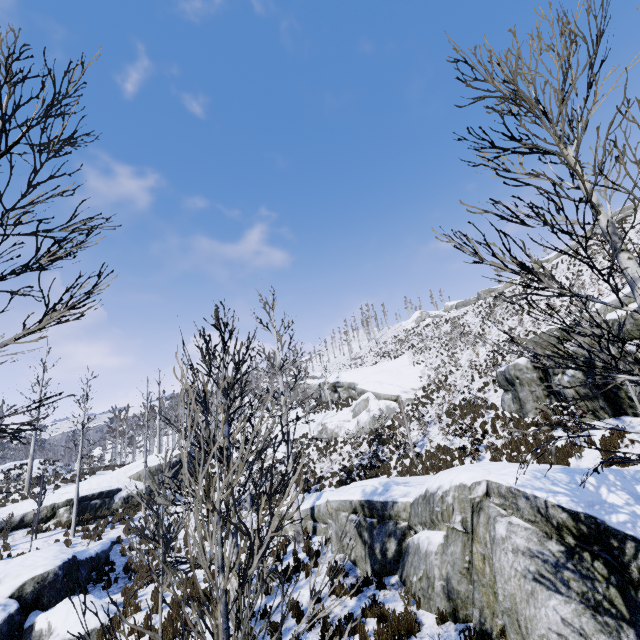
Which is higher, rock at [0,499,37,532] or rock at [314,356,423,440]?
rock at [314,356,423,440]

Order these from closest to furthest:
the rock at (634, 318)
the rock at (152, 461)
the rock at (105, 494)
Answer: the rock at (634, 318) → the rock at (105, 494) → the rock at (152, 461)

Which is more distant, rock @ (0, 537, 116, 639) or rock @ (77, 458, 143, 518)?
rock @ (77, 458, 143, 518)

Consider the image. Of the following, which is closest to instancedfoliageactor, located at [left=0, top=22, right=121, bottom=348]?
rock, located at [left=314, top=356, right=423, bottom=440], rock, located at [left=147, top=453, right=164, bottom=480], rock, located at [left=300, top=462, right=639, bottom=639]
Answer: rock, located at [left=300, top=462, right=639, bottom=639]

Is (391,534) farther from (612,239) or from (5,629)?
(5,629)

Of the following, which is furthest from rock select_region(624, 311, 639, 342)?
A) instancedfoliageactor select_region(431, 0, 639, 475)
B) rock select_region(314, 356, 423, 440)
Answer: rock select_region(314, 356, 423, 440)

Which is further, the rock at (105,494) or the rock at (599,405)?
the rock at (105,494)

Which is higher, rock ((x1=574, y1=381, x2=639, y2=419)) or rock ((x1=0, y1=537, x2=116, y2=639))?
rock ((x1=574, y1=381, x2=639, y2=419))
